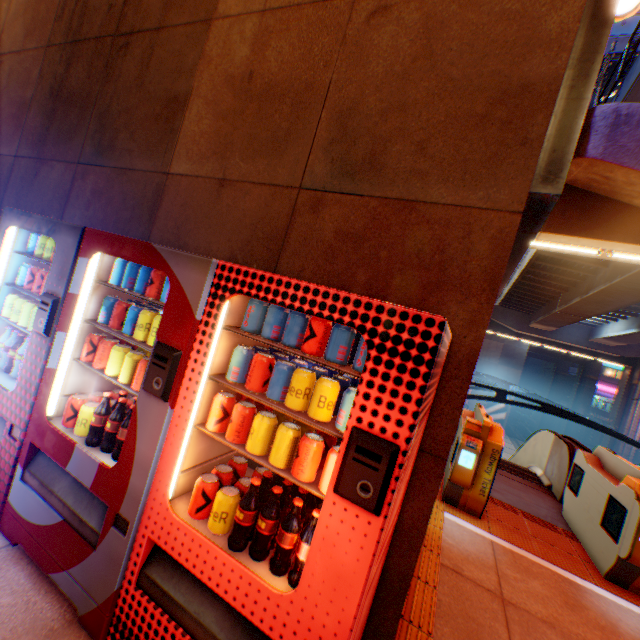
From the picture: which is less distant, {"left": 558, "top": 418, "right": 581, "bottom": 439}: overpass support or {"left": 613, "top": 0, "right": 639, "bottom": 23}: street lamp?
{"left": 613, "top": 0, "right": 639, "bottom": 23}: street lamp

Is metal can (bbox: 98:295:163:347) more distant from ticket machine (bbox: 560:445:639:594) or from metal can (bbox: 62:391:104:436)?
ticket machine (bbox: 560:445:639:594)

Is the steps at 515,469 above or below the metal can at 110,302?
below

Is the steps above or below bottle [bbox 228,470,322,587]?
below

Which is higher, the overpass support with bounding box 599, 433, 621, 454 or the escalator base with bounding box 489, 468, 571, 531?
the escalator base with bounding box 489, 468, 571, 531

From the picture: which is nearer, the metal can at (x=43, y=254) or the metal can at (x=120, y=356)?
the metal can at (x=120, y=356)

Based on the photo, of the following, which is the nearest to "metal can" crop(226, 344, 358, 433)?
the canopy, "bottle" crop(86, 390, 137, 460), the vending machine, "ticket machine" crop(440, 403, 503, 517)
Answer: the vending machine

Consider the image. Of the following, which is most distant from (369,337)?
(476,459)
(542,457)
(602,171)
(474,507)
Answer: (602,171)
